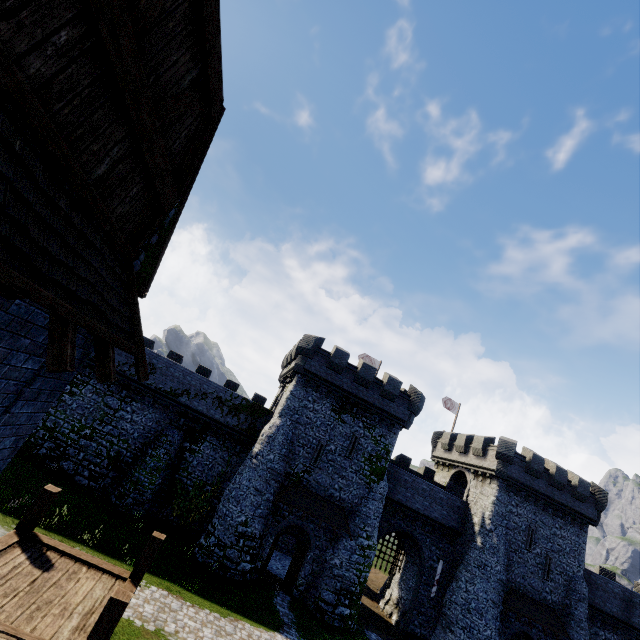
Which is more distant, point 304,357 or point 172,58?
point 304,357

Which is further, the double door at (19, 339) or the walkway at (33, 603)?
the walkway at (33, 603)

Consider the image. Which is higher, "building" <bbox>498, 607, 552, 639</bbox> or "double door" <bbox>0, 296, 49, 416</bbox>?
"double door" <bbox>0, 296, 49, 416</bbox>

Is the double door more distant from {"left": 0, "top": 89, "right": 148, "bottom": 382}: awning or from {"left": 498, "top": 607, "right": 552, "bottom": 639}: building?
{"left": 498, "top": 607, "right": 552, "bottom": 639}: building

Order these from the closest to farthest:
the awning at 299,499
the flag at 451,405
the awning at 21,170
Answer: the awning at 21,170
the awning at 299,499
the flag at 451,405

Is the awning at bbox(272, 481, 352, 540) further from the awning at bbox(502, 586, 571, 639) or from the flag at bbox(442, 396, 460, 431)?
the flag at bbox(442, 396, 460, 431)

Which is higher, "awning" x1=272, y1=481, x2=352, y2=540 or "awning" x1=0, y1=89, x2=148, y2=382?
"awning" x1=0, y1=89, x2=148, y2=382

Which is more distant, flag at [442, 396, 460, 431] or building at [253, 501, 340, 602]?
flag at [442, 396, 460, 431]
